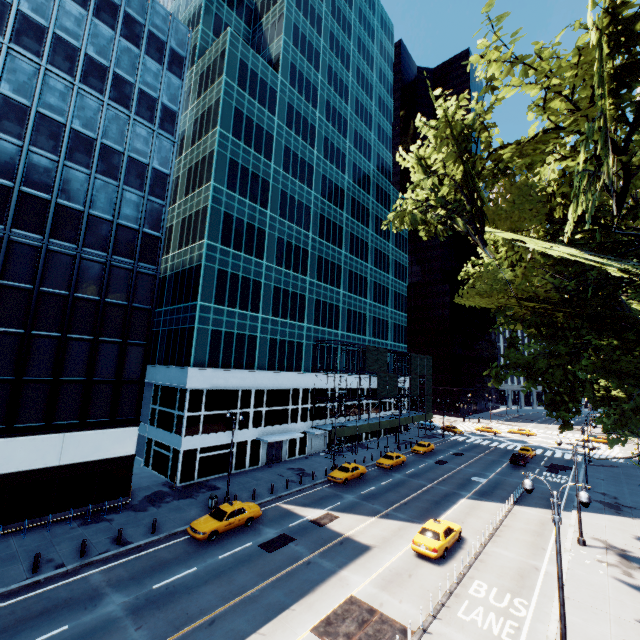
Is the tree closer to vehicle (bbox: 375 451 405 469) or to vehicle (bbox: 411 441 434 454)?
vehicle (bbox: 375 451 405 469)

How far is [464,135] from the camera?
11.0m

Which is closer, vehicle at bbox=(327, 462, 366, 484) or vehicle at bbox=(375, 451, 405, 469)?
vehicle at bbox=(327, 462, 366, 484)

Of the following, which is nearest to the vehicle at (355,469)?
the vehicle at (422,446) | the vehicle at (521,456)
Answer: the vehicle at (422,446)

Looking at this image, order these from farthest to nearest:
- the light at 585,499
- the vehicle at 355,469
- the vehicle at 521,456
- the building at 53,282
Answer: the vehicle at 521,456, the vehicle at 355,469, the building at 53,282, the light at 585,499

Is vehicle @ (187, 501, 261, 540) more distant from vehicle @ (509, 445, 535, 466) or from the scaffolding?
vehicle @ (509, 445, 535, 466)

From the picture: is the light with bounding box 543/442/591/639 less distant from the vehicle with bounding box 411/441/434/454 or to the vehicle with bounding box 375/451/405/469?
the vehicle with bounding box 375/451/405/469

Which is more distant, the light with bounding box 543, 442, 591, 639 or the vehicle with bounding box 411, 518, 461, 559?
the vehicle with bounding box 411, 518, 461, 559
